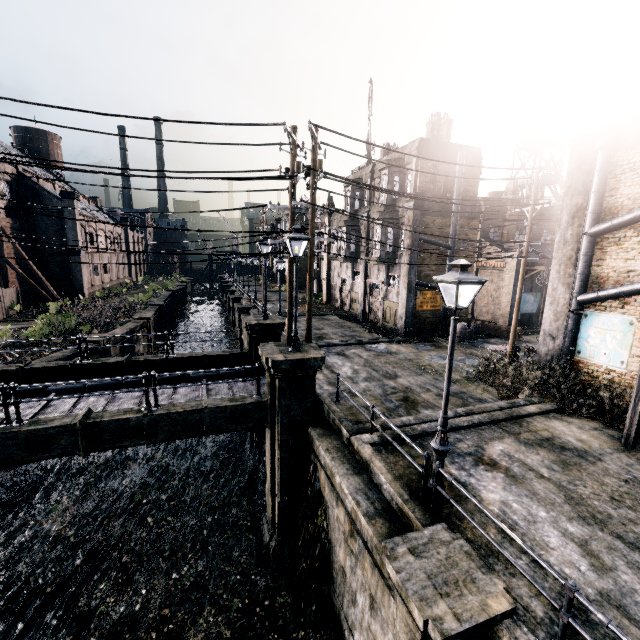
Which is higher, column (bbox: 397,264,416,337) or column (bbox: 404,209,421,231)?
column (bbox: 404,209,421,231)

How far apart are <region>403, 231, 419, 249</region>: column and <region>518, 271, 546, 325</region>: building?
10.1m

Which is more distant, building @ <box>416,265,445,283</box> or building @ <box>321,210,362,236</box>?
building @ <box>321,210,362,236</box>

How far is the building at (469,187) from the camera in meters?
24.2

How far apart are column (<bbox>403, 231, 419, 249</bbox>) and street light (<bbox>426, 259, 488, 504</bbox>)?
16.3m

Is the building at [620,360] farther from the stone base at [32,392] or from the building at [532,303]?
the stone base at [32,392]

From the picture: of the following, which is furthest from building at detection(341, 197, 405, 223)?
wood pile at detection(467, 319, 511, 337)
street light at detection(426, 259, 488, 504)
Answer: street light at detection(426, 259, 488, 504)

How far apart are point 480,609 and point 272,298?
42.01m
